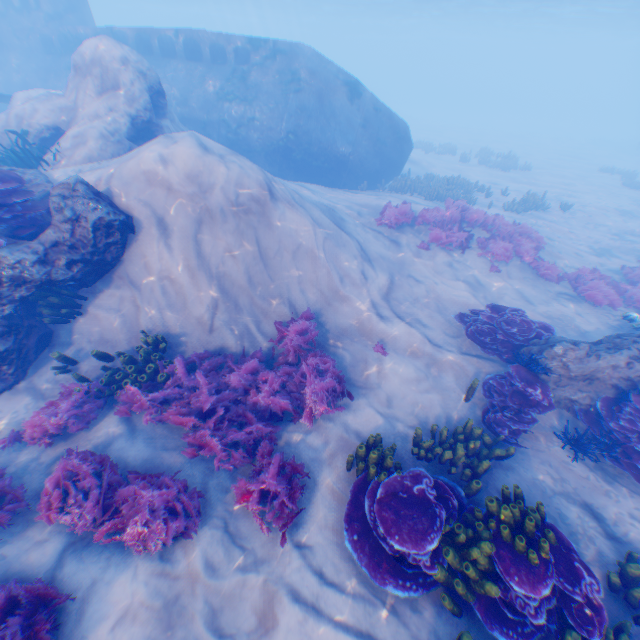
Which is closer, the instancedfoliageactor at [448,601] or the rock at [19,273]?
the instancedfoliageactor at [448,601]

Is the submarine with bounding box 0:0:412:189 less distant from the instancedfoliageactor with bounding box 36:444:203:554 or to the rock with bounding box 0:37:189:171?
the rock with bounding box 0:37:189:171

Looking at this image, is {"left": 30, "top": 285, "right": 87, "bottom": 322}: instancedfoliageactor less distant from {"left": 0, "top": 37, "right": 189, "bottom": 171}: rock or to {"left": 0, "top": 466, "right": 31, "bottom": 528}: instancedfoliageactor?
{"left": 0, "top": 37, "right": 189, "bottom": 171}: rock

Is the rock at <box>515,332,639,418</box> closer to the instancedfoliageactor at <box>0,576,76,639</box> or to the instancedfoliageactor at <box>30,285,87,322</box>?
the instancedfoliageactor at <box>0,576,76,639</box>

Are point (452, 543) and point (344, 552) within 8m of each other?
yes

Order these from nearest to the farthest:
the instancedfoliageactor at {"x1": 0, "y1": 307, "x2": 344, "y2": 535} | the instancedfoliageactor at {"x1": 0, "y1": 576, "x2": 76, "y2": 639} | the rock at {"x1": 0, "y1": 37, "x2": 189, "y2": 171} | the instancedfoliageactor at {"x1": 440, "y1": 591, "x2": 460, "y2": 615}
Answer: the instancedfoliageactor at {"x1": 0, "y1": 576, "x2": 76, "y2": 639} < the instancedfoliageactor at {"x1": 440, "y1": 591, "x2": 460, "y2": 615} < the instancedfoliageactor at {"x1": 0, "y1": 307, "x2": 344, "y2": 535} < the rock at {"x1": 0, "y1": 37, "x2": 189, "y2": 171}

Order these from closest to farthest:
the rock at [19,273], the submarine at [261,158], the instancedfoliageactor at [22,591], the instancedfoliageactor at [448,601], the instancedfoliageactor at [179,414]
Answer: the instancedfoliageactor at [22,591], the instancedfoliageactor at [448,601], the instancedfoliageactor at [179,414], the rock at [19,273], the submarine at [261,158]

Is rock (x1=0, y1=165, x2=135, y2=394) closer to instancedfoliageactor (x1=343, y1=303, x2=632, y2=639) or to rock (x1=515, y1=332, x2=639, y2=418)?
instancedfoliageactor (x1=343, y1=303, x2=632, y2=639)
